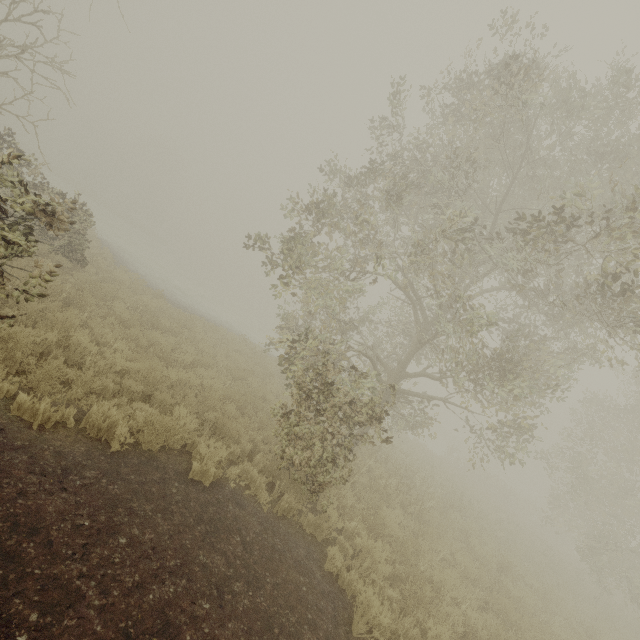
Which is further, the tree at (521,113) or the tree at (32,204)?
A: the tree at (521,113)

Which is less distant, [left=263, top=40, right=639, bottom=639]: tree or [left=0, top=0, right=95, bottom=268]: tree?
[left=0, top=0, right=95, bottom=268]: tree

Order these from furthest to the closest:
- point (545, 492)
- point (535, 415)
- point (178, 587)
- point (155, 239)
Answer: point (155, 239), point (545, 492), point (535, 415), point (178, 587)
